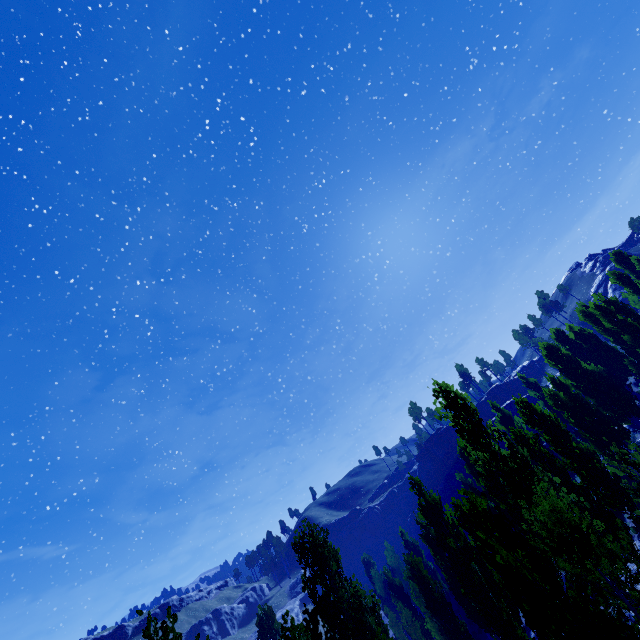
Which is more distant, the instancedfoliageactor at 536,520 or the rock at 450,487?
the rock at 450,487

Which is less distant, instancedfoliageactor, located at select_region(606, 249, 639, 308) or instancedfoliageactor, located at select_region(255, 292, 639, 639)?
instancedfoliageactor, located at select_region(255, 292, 639, 639)

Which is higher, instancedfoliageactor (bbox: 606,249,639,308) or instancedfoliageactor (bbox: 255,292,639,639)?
instancedfoliageactor (bbox: 606,249,639,308)

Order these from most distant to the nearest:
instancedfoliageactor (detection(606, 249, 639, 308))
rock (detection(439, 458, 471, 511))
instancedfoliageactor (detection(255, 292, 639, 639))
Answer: rock (detection(439, 458, 471, 511)) → instancedfoliageactor (detection(606, 249, 639, 308)) → instancedfoliageactor (detection(255, 292, 639, 639))

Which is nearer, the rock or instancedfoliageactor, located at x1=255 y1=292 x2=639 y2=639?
instancedfoliageactor, located at x1=255 y1=292 x2=639 y2=639

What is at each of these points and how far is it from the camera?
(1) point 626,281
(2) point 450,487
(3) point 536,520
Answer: (1) instancedfoliageactor, 32.88m
(2) rock, 56.75m
(3) instancedfoliageactor, 12.62m

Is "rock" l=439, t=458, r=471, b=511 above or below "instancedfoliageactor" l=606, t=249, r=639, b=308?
below

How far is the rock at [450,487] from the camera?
54.84m
